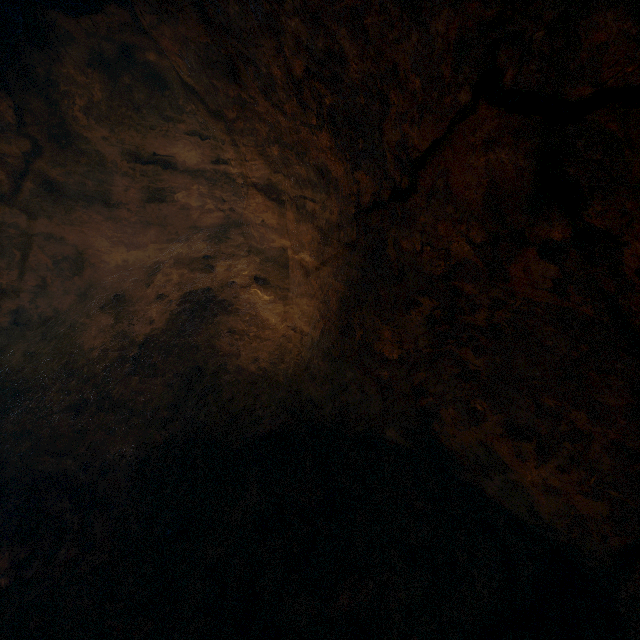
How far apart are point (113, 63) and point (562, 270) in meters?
6.0
